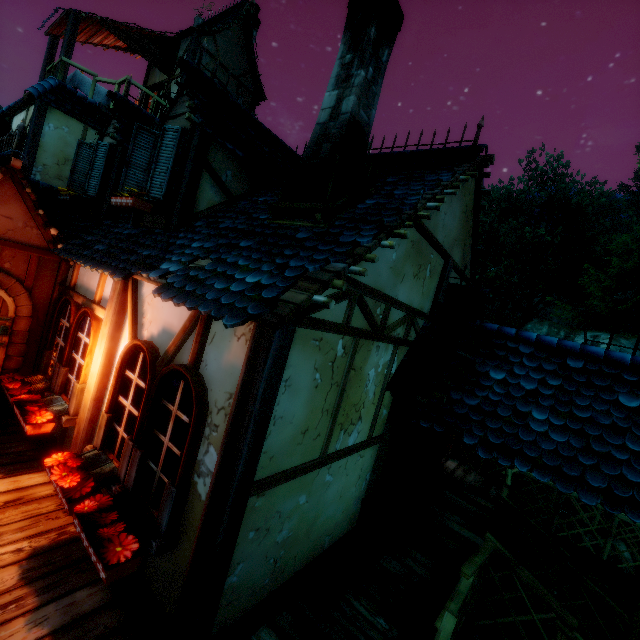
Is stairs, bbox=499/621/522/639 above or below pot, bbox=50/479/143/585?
below

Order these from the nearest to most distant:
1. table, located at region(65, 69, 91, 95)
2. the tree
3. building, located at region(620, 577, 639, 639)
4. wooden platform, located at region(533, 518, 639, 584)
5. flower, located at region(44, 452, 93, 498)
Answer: flower, located at region(44, 452, 93, 498) → building, located at region(620, 577, 639, 639) → wooden platform, located at region(533, 518, 639, 584) → table, located at region(65, 69, 91, 95) → the tree

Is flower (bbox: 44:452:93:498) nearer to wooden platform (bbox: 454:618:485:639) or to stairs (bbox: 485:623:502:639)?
wooden platform (bbox: 454:618:485:639)

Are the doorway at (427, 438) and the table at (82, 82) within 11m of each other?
no

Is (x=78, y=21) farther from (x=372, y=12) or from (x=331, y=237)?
(x=331, y=237)

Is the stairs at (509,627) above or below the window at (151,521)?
below

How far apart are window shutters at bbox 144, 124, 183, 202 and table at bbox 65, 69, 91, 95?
7.73m

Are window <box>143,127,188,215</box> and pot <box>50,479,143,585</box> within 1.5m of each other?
no
